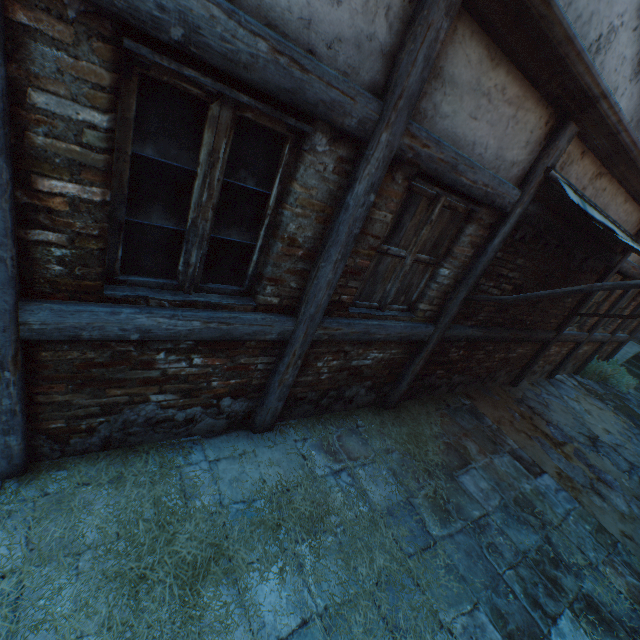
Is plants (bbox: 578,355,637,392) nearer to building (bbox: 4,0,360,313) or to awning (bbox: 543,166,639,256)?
awning (bbox: 543,166,639,256)

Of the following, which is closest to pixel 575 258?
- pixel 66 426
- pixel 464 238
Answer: pixel 464 238

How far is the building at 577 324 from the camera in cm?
695

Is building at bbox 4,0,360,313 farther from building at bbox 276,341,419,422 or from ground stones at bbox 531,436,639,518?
ground stones at bbox 531,436,639,518

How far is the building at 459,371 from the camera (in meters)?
4.68

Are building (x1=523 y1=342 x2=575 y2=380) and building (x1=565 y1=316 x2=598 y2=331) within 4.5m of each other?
yes

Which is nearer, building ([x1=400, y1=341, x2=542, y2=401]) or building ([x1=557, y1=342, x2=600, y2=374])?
building ([x1=400, y1=341, x2=542, y2=401])

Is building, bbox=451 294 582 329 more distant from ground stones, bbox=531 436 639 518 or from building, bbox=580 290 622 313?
ground stones, bbox=531 436 639 518
